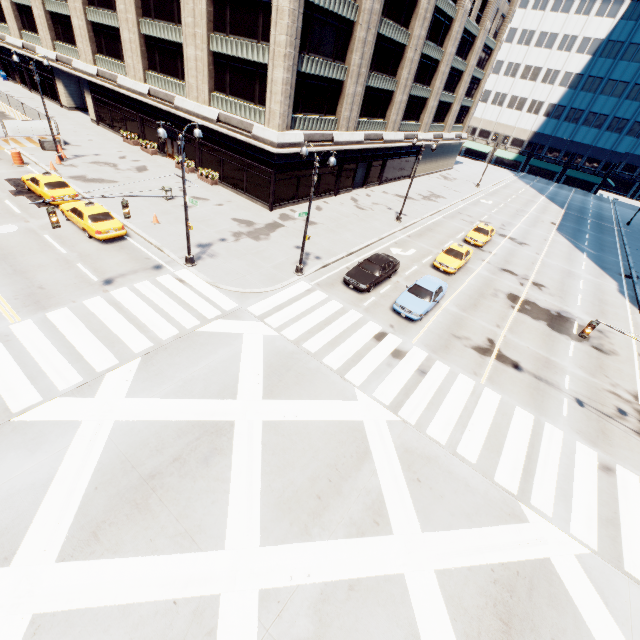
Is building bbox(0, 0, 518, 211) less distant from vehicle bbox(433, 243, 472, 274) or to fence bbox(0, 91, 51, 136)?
fence bbox(0, 91, 51, 136)

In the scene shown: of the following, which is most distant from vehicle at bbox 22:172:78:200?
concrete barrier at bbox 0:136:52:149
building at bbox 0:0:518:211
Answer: building at bbox 0:0:518:211

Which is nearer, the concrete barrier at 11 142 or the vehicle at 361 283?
the vehicle at 361 283

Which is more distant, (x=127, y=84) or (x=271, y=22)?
(x=127, y=84)

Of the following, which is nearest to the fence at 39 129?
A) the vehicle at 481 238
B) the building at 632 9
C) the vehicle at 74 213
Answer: the vehicle at 74 213

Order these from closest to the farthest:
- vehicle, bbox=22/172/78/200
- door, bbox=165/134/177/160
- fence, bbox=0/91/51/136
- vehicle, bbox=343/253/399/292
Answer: vehicle, bbox=343/253/399/292 < vehicle, bbox=22/172/78/200 < fence, bbox=0/91/51/136 < door, bbox=165/134/177/160

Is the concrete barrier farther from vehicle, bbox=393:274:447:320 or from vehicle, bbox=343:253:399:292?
vehicle, bbox=393:274:447:320

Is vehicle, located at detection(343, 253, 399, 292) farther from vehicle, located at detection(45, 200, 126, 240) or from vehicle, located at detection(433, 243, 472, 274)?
vehicle, located at detection(45, 200, 126, 240)
